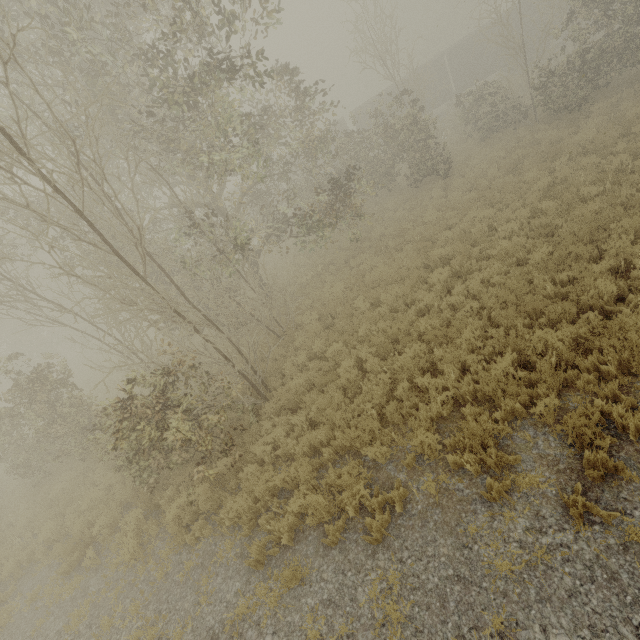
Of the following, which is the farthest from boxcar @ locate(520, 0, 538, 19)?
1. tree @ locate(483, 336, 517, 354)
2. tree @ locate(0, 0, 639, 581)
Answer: tree @ locate(483, 336, 517, 354)

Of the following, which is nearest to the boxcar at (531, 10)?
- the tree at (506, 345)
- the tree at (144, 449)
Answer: the tree at (144, 449)

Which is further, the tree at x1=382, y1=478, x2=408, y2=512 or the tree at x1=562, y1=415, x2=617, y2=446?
the tree at x1=382, y1=478, x2=408, y2=512

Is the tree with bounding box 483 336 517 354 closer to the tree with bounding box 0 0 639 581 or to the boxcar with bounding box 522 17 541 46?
the tree with bounding box 0 0 639 581

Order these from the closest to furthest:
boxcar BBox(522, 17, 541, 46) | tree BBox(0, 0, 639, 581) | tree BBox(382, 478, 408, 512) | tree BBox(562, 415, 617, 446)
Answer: tree BBox(562, 415, 617, 446), tree BBox(382, 478, 408, 512), tree BBox(0, 0, 639, 581), boxcar BBox(522, 17, 541, 46)

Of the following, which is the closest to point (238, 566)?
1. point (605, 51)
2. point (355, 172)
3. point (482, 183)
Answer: point (482, 183)
